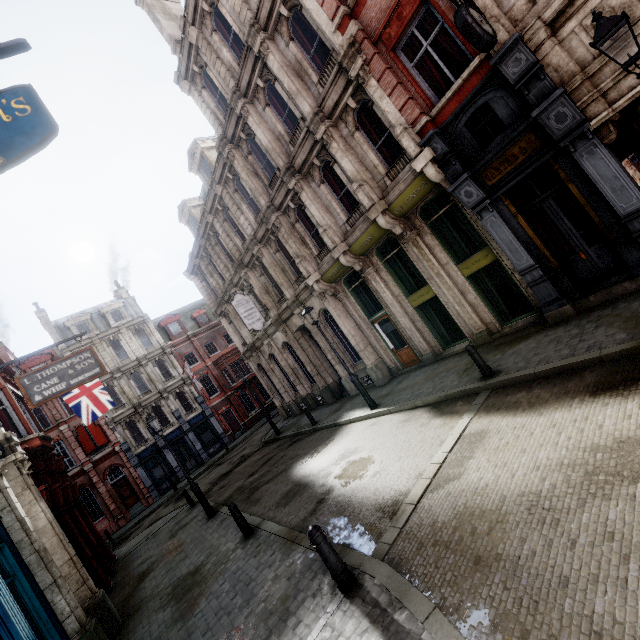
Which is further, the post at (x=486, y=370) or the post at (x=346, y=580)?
the post at (x=486, y=370)

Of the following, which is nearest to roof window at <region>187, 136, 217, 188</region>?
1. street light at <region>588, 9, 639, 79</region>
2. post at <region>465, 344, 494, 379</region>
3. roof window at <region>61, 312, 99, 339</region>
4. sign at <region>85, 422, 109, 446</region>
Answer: post at <region>465, 344, 494, 379</region>

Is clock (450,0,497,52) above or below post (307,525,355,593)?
above

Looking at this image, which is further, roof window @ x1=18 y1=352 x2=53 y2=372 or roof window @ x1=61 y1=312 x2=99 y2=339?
roof window @ x1=61 y1=312 x2=99 y2=339

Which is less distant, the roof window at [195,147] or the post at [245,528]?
the post at [245,528]

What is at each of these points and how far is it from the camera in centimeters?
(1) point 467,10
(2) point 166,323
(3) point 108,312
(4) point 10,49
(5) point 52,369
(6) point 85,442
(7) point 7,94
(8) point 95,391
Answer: (1) clock, 615cm
(2) roof window, 3612cm
(3) roof window, 3394cm
(4) sign, 406cm
(5) sign, 1013cm
(6) sign, 2772cm
(7) sign, 394cm
(8) flag, 1645cm

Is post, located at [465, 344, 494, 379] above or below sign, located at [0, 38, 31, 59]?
below

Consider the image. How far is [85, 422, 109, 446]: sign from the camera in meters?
27.8
